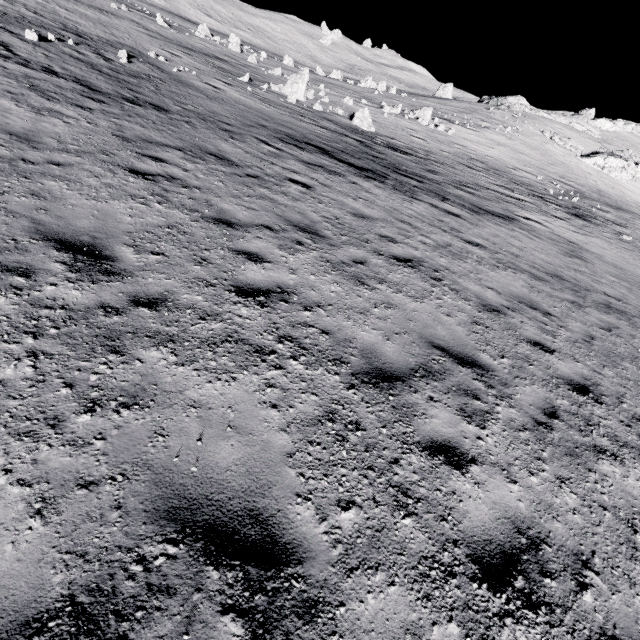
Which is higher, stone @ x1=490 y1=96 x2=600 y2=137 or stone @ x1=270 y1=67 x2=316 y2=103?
stone @ x1=490 y1=96 x2=600 y2=137

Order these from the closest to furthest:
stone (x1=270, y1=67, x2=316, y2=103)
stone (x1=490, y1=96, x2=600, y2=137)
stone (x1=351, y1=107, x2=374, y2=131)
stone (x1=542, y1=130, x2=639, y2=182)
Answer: stone (x1=351, y1=107, x2=374, y2=131) → stone (x1=270, y1=67, x2=316, y2=103) → stone (x1=542, y1=130, x2=639, y2=182) → stone (x1=490, y1=96, x2=600, y2=137)

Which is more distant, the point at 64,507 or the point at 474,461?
the point at 474,461

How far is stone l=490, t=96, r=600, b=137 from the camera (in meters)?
57.44

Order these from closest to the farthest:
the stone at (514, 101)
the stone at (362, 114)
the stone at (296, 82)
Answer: the stone at (362, 114), the stone at (296, 82), the stone at (514, 101)

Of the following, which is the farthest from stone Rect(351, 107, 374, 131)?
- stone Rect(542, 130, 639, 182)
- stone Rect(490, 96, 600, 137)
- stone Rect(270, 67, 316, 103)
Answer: stone Rect(490, 96, 600, 137)

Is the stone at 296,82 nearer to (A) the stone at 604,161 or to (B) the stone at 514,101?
(A) the stone at 604,161
